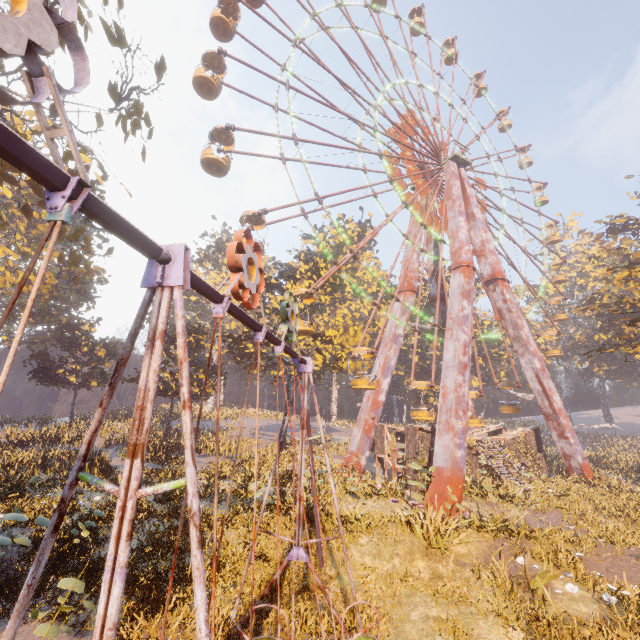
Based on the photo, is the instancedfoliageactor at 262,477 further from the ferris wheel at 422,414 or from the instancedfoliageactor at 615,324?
the instancedfoliageactor at 615,324

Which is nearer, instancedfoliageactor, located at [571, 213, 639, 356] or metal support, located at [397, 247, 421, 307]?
metal support, located at [397, 247, 421, 307]

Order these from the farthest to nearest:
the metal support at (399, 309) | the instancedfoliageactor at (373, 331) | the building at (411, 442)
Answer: the instancedfoliageactor at (373, 331)
the metal support at (399, 309)
the building at (411, 442)

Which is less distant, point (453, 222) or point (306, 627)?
point (306, 627)

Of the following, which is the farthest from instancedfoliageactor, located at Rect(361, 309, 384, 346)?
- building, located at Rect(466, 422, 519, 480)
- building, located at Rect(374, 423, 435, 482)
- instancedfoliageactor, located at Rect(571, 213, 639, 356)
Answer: instancedfoliageactor, located at Rect(571, 213, 639, 356)

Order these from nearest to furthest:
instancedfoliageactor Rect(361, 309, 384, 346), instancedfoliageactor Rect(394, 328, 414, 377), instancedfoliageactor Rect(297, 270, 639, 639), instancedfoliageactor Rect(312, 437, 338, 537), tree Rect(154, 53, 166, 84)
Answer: instancedfoliageactor Rect(297, 270, 639, 639), tree Rect(154, 53, 166, 84), instancedfoliageactor Rect(312, 437, 338, 537), instancedfoliageactor Rect(361, 309, 384, 346), instancedfoliageactor Rect(394, 328, 414, 377)

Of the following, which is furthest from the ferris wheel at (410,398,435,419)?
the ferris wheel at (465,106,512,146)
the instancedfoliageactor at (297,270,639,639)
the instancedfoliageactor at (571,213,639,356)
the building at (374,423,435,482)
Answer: the instancedfoliageactor at (571,213,639,356)

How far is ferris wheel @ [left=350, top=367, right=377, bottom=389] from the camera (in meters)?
20.02
